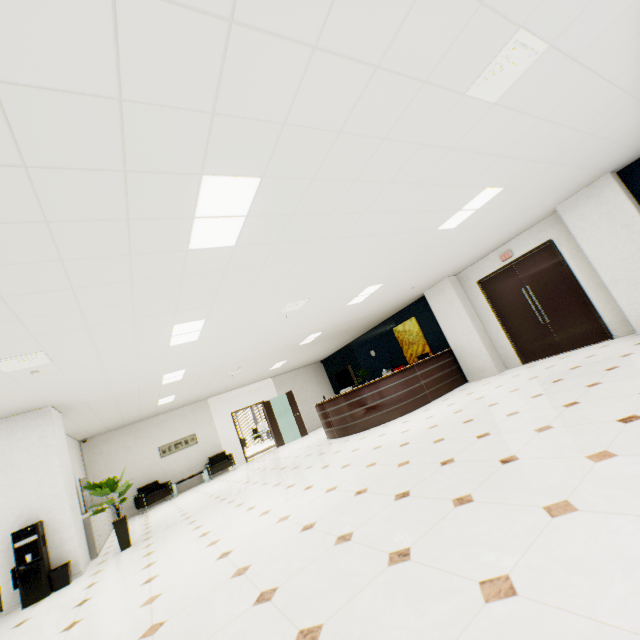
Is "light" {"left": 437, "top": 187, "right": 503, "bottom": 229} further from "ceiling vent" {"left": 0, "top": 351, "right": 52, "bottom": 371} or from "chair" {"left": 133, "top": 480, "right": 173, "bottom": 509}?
"chair" {"left": 133, "top": 480, "right": 173, "bottom": 509}

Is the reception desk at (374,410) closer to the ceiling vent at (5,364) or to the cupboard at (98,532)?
the cupboard at (98,532)

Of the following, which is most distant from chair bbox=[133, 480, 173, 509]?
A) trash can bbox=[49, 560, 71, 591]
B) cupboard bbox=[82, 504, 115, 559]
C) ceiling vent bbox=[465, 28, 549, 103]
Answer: ceiling vent bbox=[465, 28, 549, 103]

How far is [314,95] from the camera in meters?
2.1 m

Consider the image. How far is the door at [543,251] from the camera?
7.23m

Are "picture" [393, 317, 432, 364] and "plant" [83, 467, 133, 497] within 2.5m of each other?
no

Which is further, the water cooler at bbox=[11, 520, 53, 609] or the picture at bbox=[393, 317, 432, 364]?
the picture at bbox=[393, 317, 432, 364]

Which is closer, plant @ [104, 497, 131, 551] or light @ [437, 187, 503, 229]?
light @ [437, 187, 503, 229]
